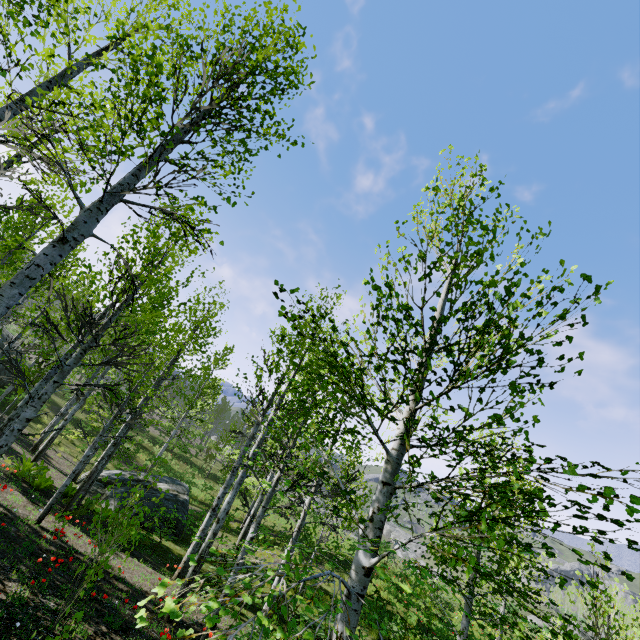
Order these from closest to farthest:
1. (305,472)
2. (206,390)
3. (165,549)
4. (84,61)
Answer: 1. (305,472)
2. (84,61)
3. (165,549)
4. (206,390)

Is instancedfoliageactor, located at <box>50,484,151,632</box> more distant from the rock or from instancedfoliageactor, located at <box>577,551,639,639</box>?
instancedfoliageactor, located at <box>577,551,639,639</box>

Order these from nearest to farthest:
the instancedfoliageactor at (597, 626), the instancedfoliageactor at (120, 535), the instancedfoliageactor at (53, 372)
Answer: the instancedfoliageactor at (597, 626), the instancedfoliageactor at (53, 372), the instancedfoliageactor at (120, 535)

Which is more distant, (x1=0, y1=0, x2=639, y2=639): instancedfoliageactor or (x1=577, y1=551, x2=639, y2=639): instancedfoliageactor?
(x1=0, y1=0, x2=639, y2=639): instancedfoliageactor

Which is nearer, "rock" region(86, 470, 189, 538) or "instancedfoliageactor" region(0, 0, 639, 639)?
"instancedfoliageactor" region(0, 0, 639, 639)

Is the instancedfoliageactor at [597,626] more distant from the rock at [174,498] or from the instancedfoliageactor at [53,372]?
the rock at [174,498]

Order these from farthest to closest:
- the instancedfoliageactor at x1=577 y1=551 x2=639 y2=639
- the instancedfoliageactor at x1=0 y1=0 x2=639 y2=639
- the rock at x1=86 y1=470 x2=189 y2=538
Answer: the rock at x1=86 y1=470 x2=189 y2=538 < the instancedfoliageactor at x1=0 y1=0 x2=639 y2=639 < the instancedfoliageactor at x1=577 y1=551 x2=639 y2=639
